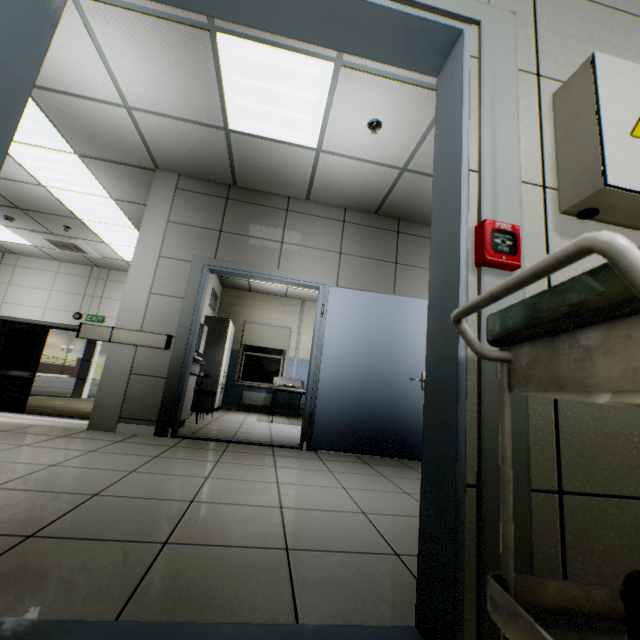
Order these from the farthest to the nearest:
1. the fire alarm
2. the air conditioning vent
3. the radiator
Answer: the radiator → the air conditioning vent → the fire alarm

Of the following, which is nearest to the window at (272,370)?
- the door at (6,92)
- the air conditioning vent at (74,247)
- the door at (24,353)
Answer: the door at (24,353)

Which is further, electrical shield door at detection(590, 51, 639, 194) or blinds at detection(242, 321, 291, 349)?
blinds at detection(242, 321, 291, 349)

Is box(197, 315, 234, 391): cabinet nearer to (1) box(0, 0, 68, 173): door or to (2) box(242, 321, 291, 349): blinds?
(2) box(242, 321, 291, 349): blinds

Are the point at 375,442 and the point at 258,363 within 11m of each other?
yes

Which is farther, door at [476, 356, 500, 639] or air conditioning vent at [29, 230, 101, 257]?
air conditioning vent at [29, 230, 101, 257]

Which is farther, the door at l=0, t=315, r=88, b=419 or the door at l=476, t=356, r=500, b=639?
the door at l=0, t=315, r=88, b=419

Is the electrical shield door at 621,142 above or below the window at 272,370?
above
